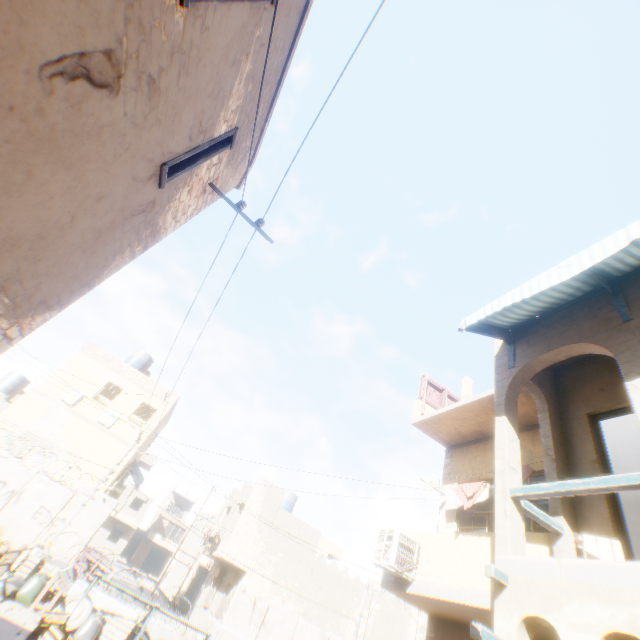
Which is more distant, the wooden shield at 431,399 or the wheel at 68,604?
the wooden shield at 431,399

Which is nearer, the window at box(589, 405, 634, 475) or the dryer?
the window at box(589, 405, 634, 475)

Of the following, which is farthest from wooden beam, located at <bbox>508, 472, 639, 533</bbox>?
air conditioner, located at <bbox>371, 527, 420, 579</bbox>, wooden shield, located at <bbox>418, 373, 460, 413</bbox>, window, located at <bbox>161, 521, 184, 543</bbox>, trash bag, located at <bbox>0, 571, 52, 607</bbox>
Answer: window, located at <bbox>161, 521, 184, 543</bbox>

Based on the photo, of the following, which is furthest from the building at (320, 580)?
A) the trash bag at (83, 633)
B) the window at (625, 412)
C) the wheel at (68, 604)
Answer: the wheel at (68, 604)

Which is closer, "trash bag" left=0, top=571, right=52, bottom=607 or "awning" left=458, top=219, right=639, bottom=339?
"awning" left=458, top=219, right=639, bottom=339

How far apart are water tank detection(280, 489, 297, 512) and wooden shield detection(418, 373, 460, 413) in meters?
19.7 m

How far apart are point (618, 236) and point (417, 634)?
26.6m

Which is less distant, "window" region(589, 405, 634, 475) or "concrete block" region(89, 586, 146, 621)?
"window" region(589, 405, 634, 475)
